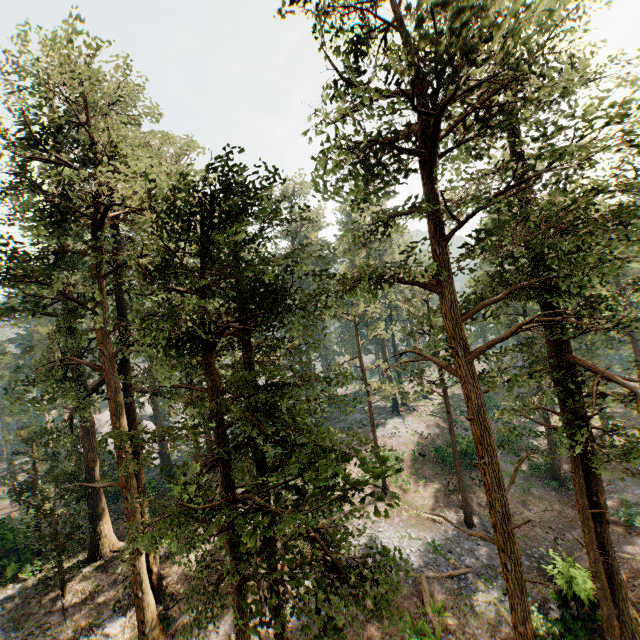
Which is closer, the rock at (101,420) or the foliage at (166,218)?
the foliage at (166,218)

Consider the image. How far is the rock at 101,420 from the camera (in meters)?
45.62

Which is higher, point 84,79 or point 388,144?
point 84,79

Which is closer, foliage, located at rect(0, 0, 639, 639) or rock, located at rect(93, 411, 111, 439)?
foliage, located at rect(0, 0, 639, 639)

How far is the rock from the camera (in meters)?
45.62
